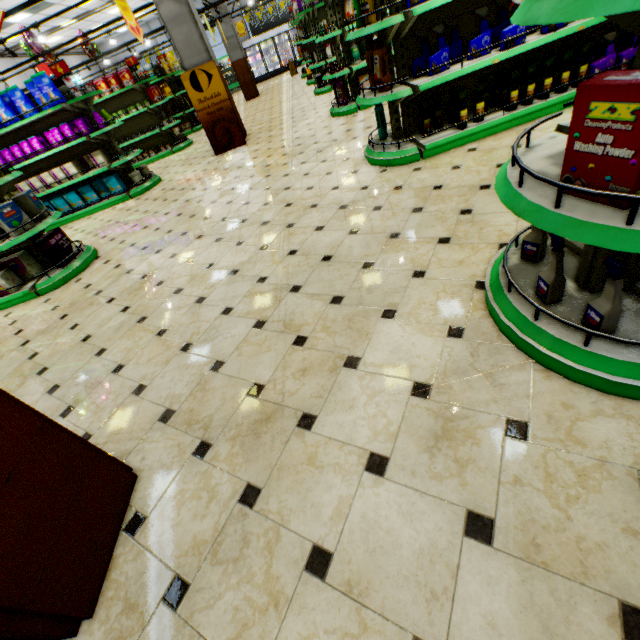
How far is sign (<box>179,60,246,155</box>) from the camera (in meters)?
7.12

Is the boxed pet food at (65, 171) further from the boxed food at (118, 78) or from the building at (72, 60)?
the boxed food at (118, 78)

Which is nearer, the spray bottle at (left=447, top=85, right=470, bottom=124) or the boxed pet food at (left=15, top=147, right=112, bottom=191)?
the spray bottle at (left=447, top=85, right=470, bottom=124)

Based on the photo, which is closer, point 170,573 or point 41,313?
point 170,573

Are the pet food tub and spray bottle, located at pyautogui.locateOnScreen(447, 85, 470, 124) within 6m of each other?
no

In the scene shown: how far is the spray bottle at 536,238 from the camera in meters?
1.7

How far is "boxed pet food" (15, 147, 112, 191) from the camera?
6.8 meters

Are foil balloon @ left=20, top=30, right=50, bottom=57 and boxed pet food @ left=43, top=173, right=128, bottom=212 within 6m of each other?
yes
